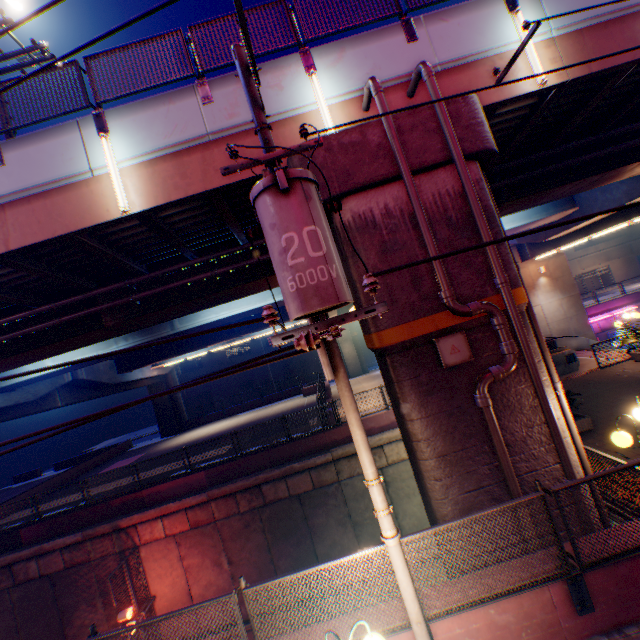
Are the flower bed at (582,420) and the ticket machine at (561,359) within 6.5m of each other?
yes

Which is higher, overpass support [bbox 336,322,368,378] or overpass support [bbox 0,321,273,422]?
overpass support [bbox 0,321,273,422]

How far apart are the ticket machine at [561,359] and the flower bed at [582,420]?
5.4 meters

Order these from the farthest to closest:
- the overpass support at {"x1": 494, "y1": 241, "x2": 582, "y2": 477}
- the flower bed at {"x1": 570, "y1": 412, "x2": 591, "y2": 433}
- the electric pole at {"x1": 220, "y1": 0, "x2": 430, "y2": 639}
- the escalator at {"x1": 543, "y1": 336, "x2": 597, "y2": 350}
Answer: the escalator at {"x1": 543, "y1": 336, "x2": 597, "y2": 350}
the flower bed at {"x1": 570, "y1": 412, "x2": 591, "y2": 433}
the overpass support at {"x1": 494, "y1": 241, "x2": 582, "y2": 477}
the electric pole at {"x1": 220, "y1": 0, "x2": 430, "y2": 639}

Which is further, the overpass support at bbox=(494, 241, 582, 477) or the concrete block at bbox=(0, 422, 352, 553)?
the concrete block at bbox=(0, 422, 352, 553)

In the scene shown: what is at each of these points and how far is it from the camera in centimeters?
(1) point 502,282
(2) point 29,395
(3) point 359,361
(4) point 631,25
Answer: (1) pipe, 613cm
(2) overpass support, 1864cm
(3) overpass support, 3709cm
(4) overpass support, 756cm
